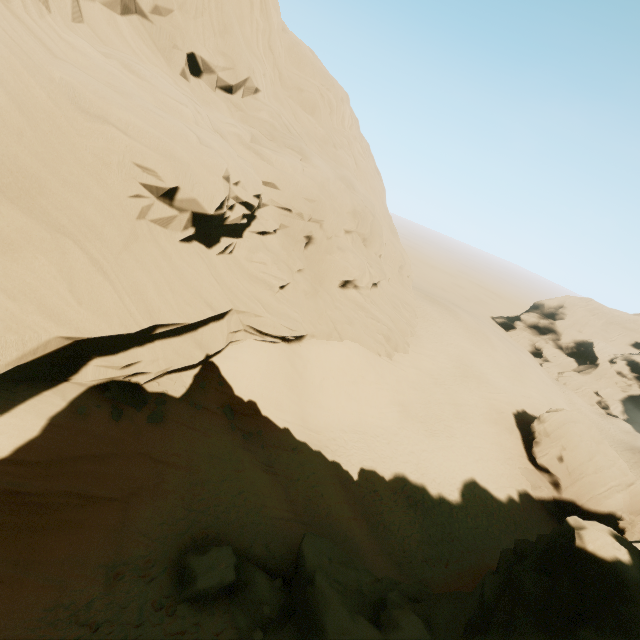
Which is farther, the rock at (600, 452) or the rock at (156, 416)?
the rock at (156, 416)

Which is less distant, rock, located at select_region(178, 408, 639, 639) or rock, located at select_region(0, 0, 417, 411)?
rock, located at select_region(178, 408, 639, 639)

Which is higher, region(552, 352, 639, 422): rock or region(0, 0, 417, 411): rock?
region(0, 0, 417, 411): rock

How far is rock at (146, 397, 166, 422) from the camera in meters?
12.9

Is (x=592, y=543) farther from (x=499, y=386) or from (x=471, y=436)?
(x=499, y=386)
